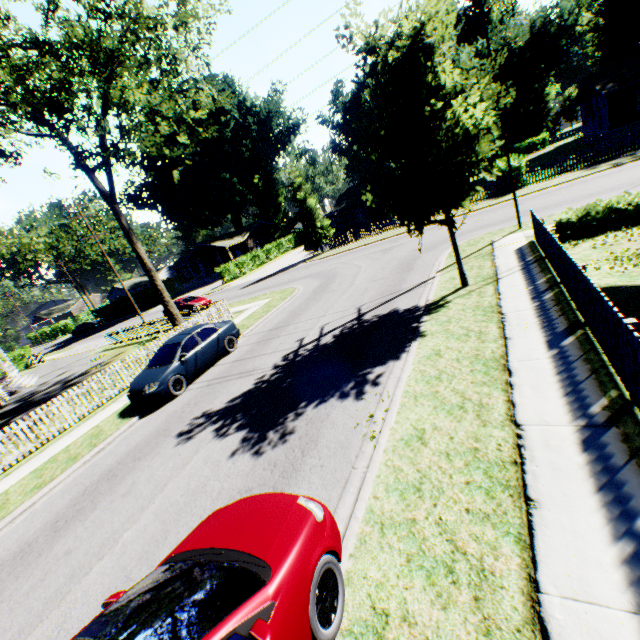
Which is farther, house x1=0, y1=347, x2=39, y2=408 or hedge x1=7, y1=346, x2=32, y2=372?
hedge x1=7, y1=346, x2=32, y2=372

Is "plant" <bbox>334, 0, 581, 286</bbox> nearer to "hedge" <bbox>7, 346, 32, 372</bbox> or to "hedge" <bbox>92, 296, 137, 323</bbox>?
"hedge" <bbox>7, 346, 32, 372</bbox>

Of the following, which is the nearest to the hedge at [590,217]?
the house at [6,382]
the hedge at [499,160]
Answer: the hedge at [499,160]

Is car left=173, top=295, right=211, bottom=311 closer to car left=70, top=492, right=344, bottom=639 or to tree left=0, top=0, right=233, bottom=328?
tree left=0, top=0, right=233, bottom=328

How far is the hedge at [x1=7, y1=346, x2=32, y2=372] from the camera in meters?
36.0 m

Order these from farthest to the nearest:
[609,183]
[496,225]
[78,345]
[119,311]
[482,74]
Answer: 1. [119,311]
2. [78,345]
3. [496,225]
4. [609,183]
5. [482,74]

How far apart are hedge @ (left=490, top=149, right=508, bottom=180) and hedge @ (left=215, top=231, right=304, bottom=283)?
31.1m

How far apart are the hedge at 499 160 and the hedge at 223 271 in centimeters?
3105cm
